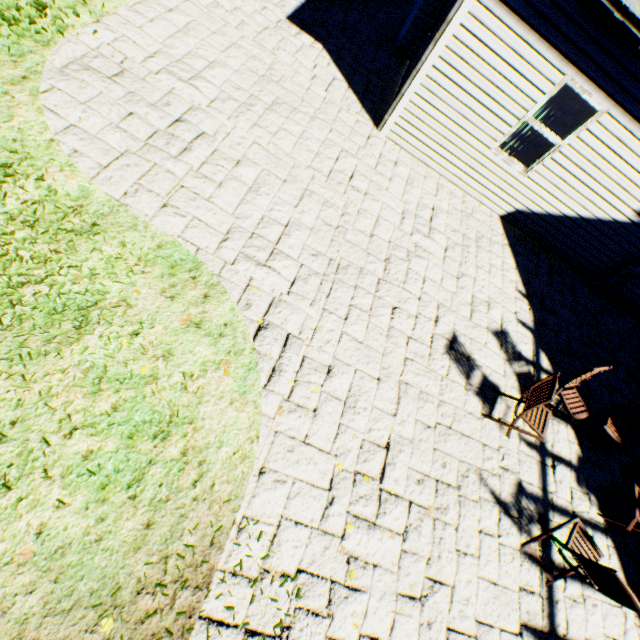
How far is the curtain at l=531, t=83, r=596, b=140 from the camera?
5.9 meters

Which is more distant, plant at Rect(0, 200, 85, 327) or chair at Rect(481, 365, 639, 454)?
chair at Rect(481, 365, 639, 454)

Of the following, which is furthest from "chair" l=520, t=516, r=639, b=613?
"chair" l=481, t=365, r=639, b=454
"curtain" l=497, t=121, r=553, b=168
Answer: "curtain" l=497, t=121, r=553, b=168

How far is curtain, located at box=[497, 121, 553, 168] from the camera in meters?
6.5

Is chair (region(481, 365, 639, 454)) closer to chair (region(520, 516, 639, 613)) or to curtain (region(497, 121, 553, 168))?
chair (region(520, 516, 639, 613))

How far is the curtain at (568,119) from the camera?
5.89m

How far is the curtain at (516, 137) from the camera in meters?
6.5 m

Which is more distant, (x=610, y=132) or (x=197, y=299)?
(x=610, y=132)
